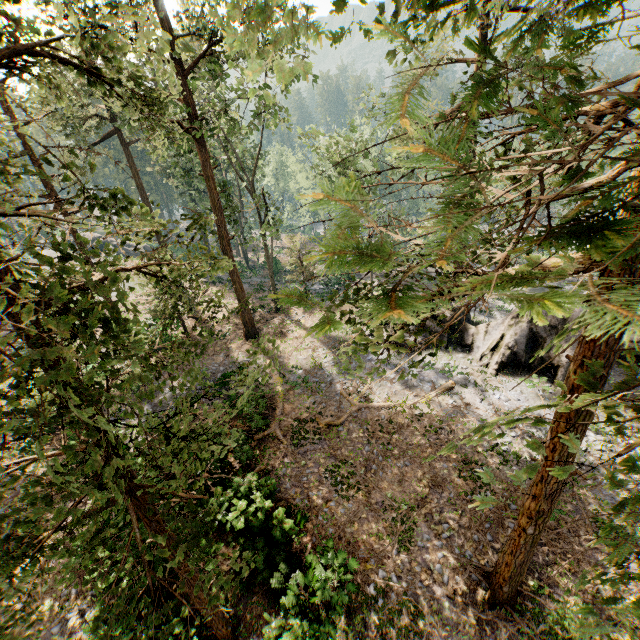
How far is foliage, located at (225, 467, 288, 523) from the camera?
11.3 meters

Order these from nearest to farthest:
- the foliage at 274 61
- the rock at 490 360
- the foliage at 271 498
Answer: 1. the foliage at 274 61
2. the foliage at 271 498
3. the rock at 490 360

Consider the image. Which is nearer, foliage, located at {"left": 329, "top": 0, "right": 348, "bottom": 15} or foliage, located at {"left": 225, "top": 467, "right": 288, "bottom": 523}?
foliage, located at {"left": 329, "top": 0, "right": 348, "bottom": 15}

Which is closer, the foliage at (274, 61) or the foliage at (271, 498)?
the foliage at (274, 61)

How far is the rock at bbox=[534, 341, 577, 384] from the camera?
17.8m

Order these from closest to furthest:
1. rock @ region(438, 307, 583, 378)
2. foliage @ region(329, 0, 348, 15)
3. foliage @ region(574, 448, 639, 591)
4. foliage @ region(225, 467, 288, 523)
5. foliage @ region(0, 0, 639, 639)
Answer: foliage @ region(0, 0, 639, 639) → foliage @ region(574, 448, 639, 591) → foliage @ region(329, 0, 348, 15) → foliage @ region(225, 467, 288, 523) → rock @ region(438, 307, 583, 378)

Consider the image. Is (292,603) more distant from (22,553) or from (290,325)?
(290,325)
